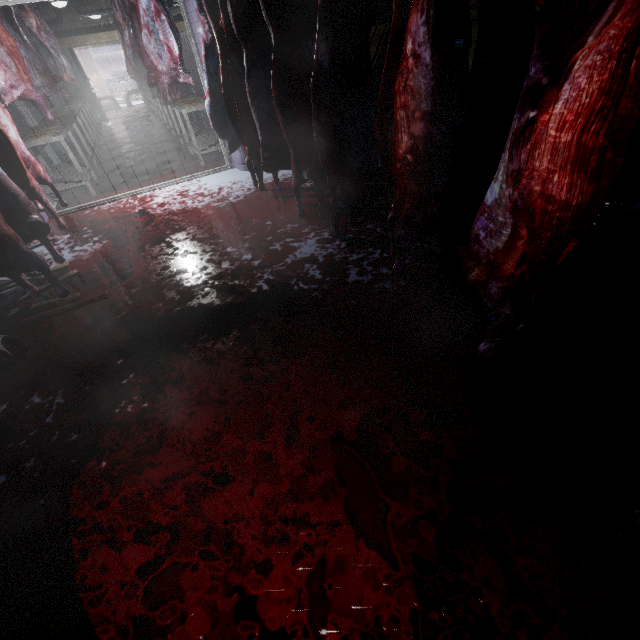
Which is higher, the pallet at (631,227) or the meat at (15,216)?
the meat at (15,216)

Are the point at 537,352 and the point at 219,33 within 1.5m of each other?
no

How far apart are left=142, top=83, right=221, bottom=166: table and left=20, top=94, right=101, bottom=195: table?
1.58m

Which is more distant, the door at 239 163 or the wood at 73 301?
the door at 239 163

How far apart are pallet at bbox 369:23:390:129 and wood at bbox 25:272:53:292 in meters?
3.4 m

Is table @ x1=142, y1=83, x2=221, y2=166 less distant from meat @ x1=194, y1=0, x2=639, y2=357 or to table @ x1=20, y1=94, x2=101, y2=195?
table @ x1=20, y1=94, x2=101, y2=195

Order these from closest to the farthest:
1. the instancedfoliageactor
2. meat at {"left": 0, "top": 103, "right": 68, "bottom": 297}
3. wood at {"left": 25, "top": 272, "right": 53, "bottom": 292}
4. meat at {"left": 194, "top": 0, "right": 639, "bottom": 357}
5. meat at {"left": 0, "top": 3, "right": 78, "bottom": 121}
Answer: meat at {"left": 194, "top": 0, "right": 639, "bottom": 357}, meat at {"left": 0, "top": 103, "right": 68, "bottom": 297}, wood at {"left": 25, "top": 272, "right": 53, "bottom": 292}, meat at {"left": 0, "top": 3, "right": 78, "bottom": 121}, the instancedfoliageactor

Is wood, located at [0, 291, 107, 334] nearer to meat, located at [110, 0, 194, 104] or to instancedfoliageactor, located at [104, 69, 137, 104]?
meat, located at [110, 0, 194, 104]
